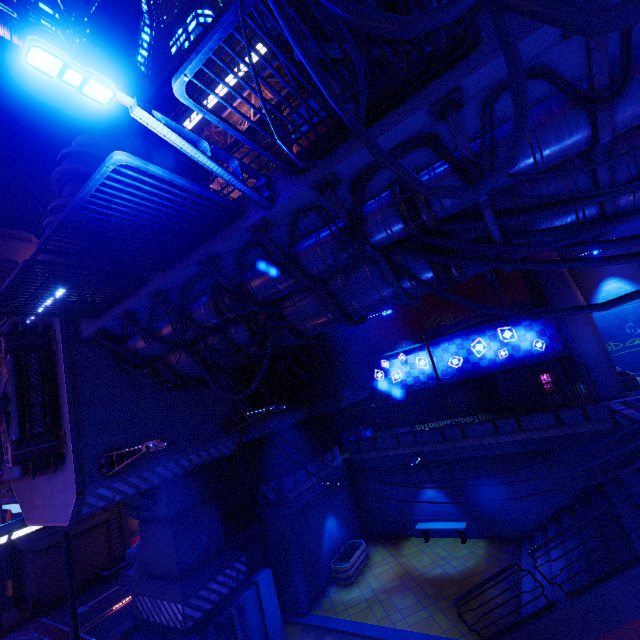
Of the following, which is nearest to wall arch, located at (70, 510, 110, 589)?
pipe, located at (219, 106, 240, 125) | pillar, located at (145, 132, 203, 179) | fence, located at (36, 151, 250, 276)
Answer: pillar, located at (145, 132, 203, 179)

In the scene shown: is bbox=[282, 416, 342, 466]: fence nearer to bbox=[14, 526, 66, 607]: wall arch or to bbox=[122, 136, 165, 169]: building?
bbox=[14, 526, 66, 607]: wall arch

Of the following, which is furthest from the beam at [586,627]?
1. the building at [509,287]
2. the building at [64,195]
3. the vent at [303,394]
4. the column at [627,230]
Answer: the column at [627,230]

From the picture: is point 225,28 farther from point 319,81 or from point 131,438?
point 131,438

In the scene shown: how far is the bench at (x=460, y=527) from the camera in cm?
1534

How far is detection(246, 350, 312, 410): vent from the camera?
15.8m

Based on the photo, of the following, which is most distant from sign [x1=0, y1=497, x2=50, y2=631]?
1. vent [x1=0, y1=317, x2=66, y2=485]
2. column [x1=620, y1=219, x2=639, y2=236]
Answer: column [x1=620, y1=219, x2=639, y2=236]

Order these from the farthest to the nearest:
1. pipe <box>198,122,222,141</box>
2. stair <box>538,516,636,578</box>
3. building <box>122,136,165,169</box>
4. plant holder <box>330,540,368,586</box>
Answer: pipe <box>198,122,222,141</box>, building <box>122,136,165,169</box>, plant holder <box>330,540,368,586</box>, stair <box>538,516,636,578</box>
